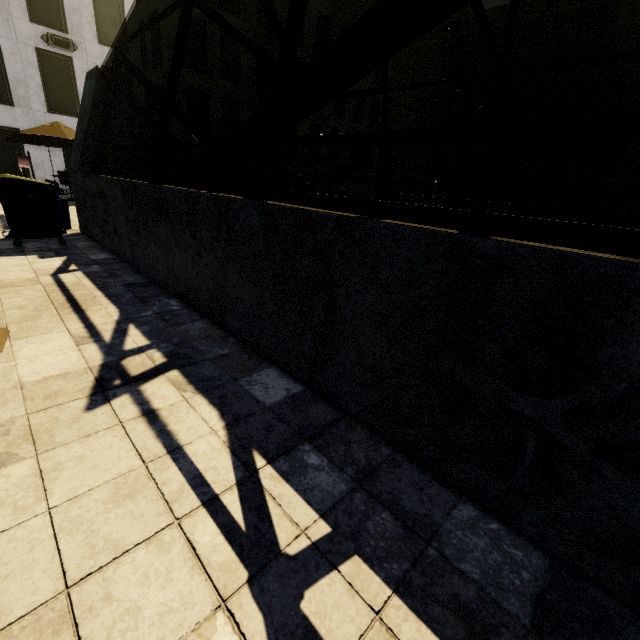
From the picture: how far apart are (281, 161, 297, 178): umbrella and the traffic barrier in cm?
1347

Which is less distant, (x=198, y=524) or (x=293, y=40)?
(x=198, y=524)

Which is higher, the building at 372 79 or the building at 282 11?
the building at 282 11

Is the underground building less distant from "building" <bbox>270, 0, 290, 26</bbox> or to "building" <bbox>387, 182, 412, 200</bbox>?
"building" <bbox>270, 0, 290, 26</bbox>

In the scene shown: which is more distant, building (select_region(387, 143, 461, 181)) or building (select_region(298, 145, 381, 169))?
building (select_region(387, 143, 461, 181))

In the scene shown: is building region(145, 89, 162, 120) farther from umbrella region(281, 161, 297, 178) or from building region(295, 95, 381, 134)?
umbrella region(281, 161, 297, 178)

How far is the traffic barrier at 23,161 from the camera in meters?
7.5

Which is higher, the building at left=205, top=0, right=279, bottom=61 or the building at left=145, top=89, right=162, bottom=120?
the building at left=205, top=0, right=279, bottom=61
